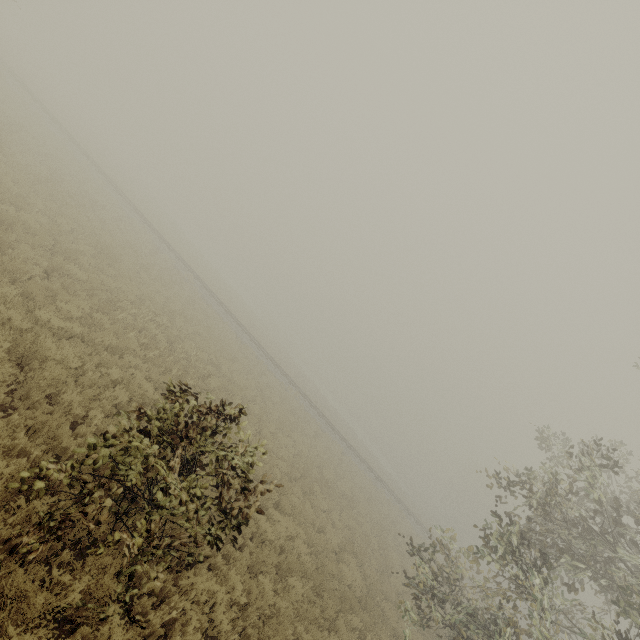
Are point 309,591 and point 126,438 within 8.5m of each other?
yes
